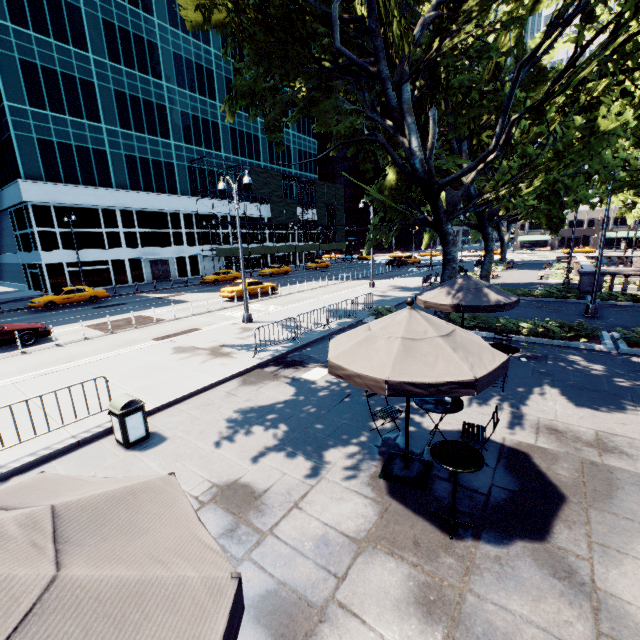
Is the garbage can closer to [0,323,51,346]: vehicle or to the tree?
the tree

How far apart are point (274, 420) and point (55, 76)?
43.8 meters

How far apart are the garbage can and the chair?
4.9 meters

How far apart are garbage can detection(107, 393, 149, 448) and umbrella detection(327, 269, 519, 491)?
4.30m

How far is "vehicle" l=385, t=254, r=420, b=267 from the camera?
49.0 meters

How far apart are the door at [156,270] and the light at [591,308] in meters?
42.6 m

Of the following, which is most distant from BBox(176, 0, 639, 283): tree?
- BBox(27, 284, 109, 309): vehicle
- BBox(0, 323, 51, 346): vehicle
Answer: BBox(27, 284, 109, 309): vehicle

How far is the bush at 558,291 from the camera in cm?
2020
